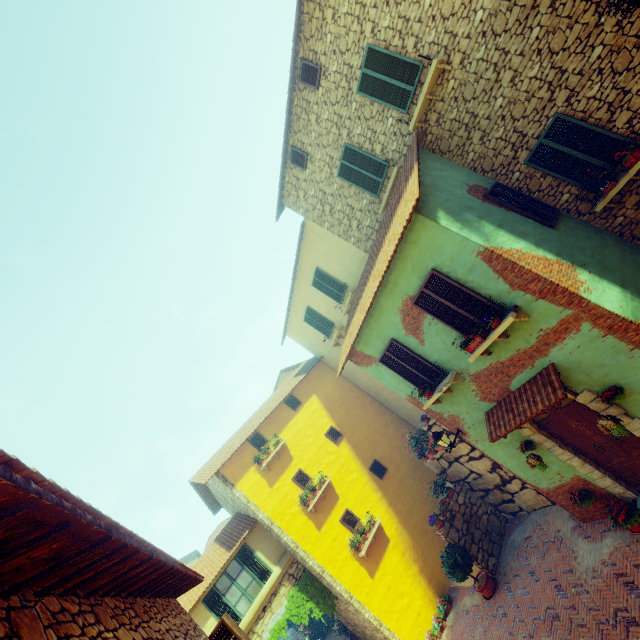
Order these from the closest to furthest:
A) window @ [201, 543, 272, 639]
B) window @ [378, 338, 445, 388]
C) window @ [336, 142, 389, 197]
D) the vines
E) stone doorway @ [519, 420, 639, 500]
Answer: window @ [201, 543, 272, 639]
stone doorway @ [519, 420, 639, 500]
window @ [378, 338, 445, 388]
window @ [336, 142, 389, 197]
the vines

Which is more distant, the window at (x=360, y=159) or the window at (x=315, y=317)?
the window at (x=315, y=317)

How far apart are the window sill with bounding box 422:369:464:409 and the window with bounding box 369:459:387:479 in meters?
6.9 m

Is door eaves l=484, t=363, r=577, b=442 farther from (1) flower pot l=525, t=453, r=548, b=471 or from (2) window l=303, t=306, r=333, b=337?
(2) window l=303, t=306, r=333, b=337

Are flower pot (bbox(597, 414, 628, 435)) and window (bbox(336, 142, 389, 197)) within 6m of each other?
no

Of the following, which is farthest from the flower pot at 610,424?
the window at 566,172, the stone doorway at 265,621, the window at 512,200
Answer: the stone doorway at 265,621

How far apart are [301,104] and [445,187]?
6.0 meters

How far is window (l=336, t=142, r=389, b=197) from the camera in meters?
10.0 m
